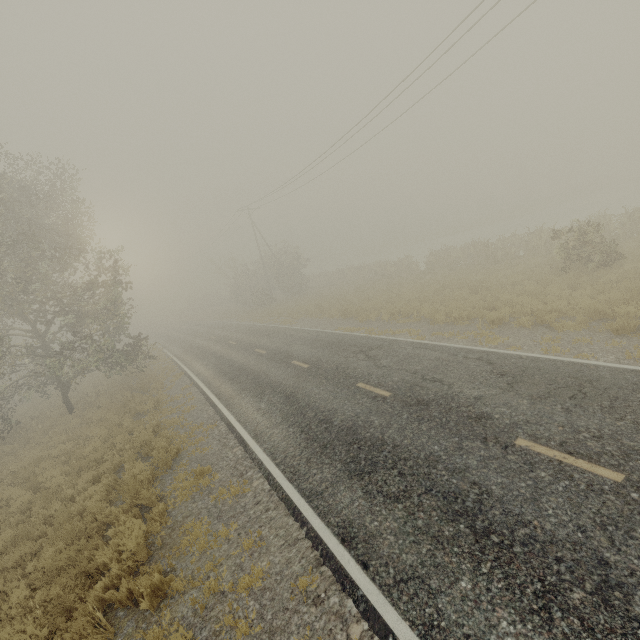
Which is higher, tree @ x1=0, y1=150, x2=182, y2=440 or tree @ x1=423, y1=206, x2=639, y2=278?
tree @ x1=0, y1=150, x2=182, y2=440

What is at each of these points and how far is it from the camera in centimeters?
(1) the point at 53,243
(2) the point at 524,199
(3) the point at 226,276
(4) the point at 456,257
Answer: (1) tree, 1575cm
(2) tree, 5803cm
(3) tree, 4050cm
(4) tree, 2586cm

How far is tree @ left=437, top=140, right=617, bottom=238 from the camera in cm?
4962

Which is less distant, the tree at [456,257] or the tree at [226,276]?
the tree at [456,257]

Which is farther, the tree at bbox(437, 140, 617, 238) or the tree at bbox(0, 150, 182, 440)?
the tree at bbox(437, 140, 617, 238)

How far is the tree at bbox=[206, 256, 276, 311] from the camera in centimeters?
3801cm

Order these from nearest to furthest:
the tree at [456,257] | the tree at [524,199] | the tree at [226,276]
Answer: the tree at [456,257] → the tree at [226,276] → the tree at [524,199]

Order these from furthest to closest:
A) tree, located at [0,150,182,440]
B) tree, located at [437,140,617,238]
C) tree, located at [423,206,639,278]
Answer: tree, located at [437,140,617,238], tree, located at [0,150,182,440], tree, located at [423,206,639,278]
